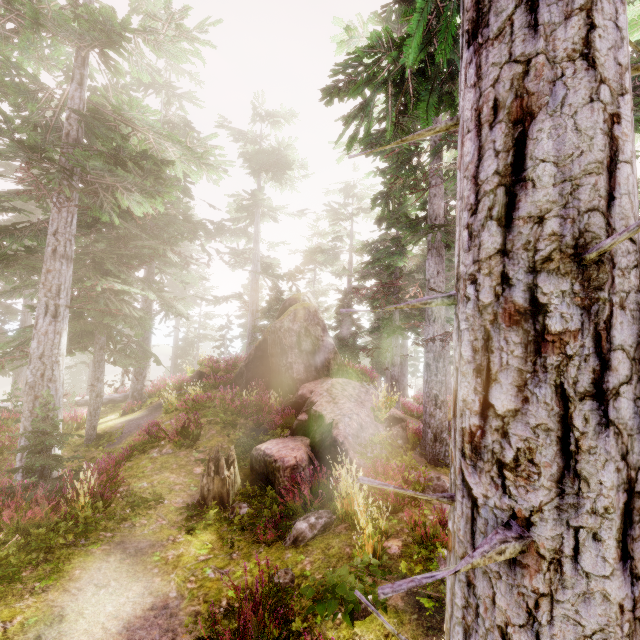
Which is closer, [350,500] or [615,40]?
[615,40]

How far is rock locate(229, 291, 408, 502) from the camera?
9.5 meters

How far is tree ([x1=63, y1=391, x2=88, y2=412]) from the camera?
16.7m

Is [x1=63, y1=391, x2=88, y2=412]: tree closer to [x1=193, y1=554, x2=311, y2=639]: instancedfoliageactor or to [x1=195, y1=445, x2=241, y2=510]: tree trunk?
[x1=193, y1=554, x2=311, y2=639]: instancedfoliageactor

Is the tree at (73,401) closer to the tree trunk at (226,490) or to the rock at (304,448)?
the rock at (304,448)

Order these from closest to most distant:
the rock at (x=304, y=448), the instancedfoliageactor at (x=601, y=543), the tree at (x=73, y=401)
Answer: the instancedfoliageactor at (x=601, y=543), the rock at (x=304, y=448), the tree at (x=73, y=401)

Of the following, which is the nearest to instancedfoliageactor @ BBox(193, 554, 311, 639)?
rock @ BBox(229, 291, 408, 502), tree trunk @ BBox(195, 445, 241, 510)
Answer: rock @ BBox(229, 291, 408, 502)
